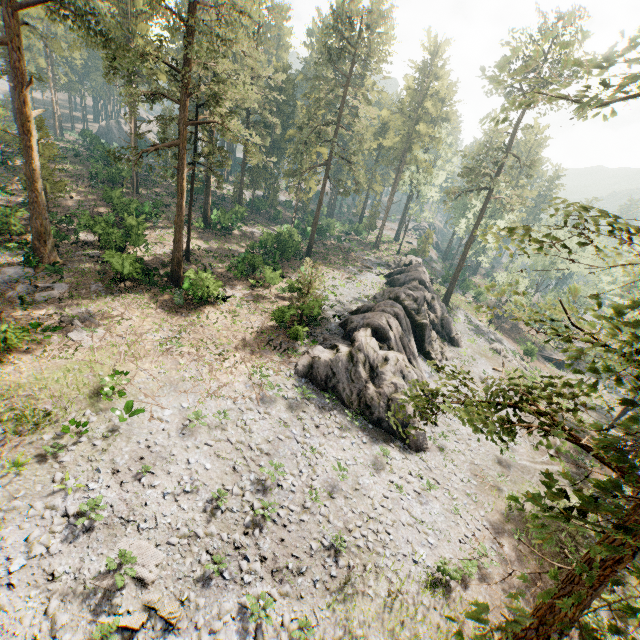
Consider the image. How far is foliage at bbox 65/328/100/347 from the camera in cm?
1999

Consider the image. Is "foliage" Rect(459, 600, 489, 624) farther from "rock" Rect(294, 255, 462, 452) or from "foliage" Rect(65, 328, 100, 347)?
"foliage" Rect(65, 328, 100, 347)

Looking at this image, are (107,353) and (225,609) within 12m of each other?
no

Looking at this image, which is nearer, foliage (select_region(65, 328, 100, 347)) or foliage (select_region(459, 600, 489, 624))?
foliage (select_region(459, 600, 489, 624))

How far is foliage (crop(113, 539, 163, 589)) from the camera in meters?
12.3

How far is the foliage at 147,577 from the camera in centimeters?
1227cm

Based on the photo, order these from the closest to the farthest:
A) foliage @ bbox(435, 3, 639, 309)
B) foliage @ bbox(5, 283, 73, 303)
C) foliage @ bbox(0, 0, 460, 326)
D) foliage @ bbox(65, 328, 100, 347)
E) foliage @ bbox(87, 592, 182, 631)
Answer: foliage @ bbox(435, 3, 639, 309) → foliage @ bbox(87, 592, 182, 631) → foliage @ bbox(65, 328, 100, 347) → foliage @ bbox(0, 0, 460, 326) → foliage @ bbox(5, 283, 73, 303)

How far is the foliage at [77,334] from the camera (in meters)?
19.99
